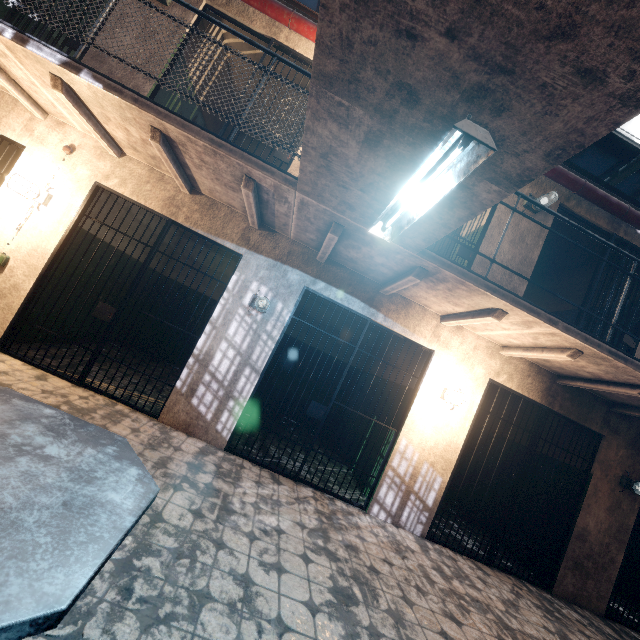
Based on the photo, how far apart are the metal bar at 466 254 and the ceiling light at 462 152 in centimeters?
216cm

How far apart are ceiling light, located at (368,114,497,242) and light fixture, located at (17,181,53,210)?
4.16m

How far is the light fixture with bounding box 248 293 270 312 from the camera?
4.1 meters

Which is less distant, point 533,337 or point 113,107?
point 113,107

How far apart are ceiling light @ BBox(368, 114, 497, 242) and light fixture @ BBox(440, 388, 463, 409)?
2.8 meters

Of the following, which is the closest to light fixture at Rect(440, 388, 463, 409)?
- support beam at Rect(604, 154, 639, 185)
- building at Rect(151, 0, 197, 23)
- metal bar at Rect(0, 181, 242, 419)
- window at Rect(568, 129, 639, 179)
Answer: building at Rect(151, 0, 197, 23)

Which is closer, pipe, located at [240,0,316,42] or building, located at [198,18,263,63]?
pipe, located at [240,0,316,42]

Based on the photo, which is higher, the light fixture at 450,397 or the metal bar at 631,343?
the metal bar at 631,343
